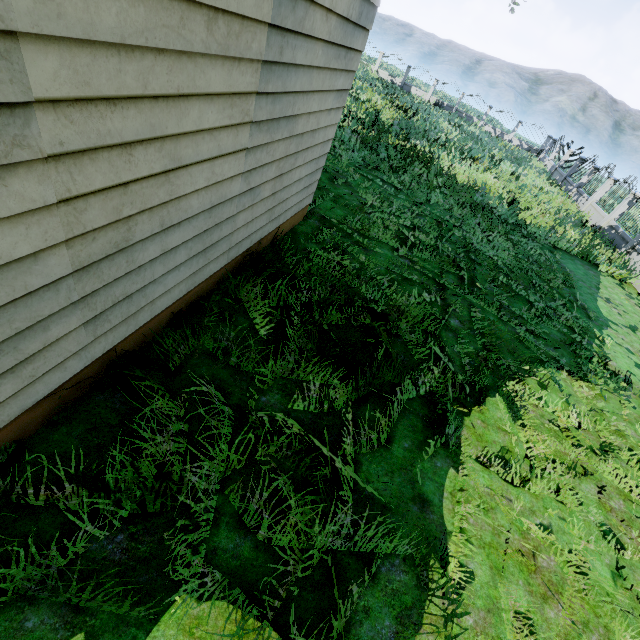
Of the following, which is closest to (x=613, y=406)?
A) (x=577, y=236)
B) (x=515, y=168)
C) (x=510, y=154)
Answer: (x=577, y=236)
